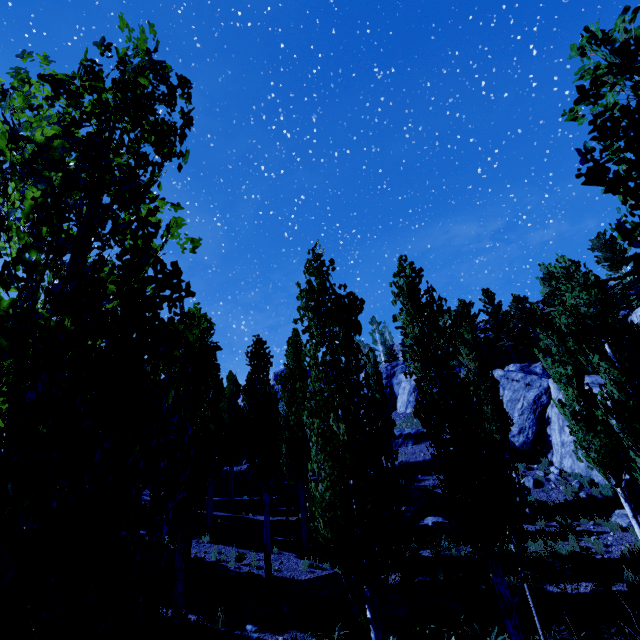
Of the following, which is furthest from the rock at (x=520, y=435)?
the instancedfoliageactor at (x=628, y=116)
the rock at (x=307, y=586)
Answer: the rock at (x=307, y=586)

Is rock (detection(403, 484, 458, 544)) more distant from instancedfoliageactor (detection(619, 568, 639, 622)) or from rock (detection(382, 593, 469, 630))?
rock (detection(382, 593, 469, 630))

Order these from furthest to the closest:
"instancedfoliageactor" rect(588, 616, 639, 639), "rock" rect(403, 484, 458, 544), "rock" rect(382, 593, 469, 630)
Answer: "rock" rect(403, 484, 458, 544)
"rock" rect(382, 593, 469, 630)
"instancedfoliageactor" rect(588, 616, 639, 639)

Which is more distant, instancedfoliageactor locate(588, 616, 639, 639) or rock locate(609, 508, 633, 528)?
rock locate(609, 508, 633, 528)

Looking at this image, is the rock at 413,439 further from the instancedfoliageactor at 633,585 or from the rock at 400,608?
the rock at 400,608

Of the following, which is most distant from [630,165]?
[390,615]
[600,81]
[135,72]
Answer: [390,615]
